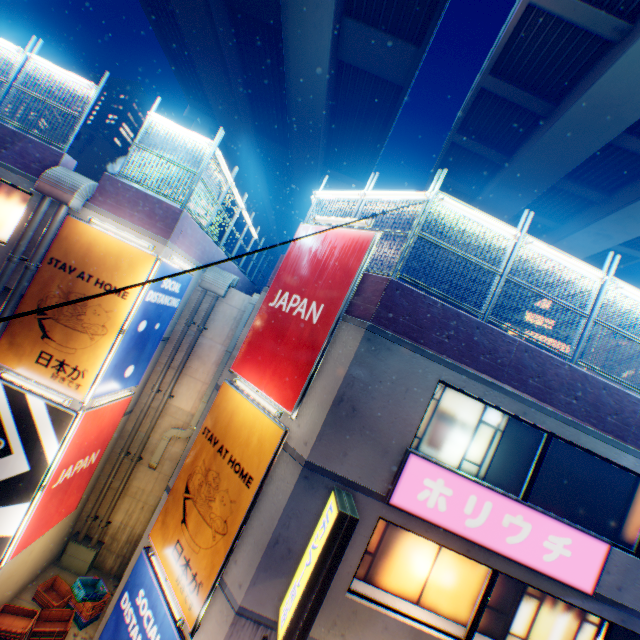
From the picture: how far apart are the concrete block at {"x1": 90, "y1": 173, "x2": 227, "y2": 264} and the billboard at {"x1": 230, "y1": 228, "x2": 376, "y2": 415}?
3.19m

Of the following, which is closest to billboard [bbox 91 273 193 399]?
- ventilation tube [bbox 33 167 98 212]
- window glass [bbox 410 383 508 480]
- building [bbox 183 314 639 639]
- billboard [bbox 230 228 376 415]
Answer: ventilation tube [bbox 33 167 98 212]

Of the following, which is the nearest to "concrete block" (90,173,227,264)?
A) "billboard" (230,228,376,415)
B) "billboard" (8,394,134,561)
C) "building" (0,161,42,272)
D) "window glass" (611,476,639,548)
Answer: "building" (0,161,42,272)

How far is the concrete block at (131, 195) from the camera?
9.01m

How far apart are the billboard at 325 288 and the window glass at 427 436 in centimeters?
228cm

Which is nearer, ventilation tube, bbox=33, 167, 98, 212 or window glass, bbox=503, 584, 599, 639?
window glass, bbox=503, 584, 599, 639

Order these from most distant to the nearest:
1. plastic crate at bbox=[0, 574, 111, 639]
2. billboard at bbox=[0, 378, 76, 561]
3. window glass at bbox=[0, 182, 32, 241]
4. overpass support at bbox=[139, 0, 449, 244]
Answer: overpass support at bbox=[139, 0, 449, 244]
window glass at bbox=[0, 182, 32, 241]
plastic crate at bbox=[0, 574, 111, 639]
billboard at bbox=[0, 378, 76, 561]

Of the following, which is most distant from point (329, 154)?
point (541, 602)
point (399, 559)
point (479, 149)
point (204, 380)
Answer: point (541, 602)
